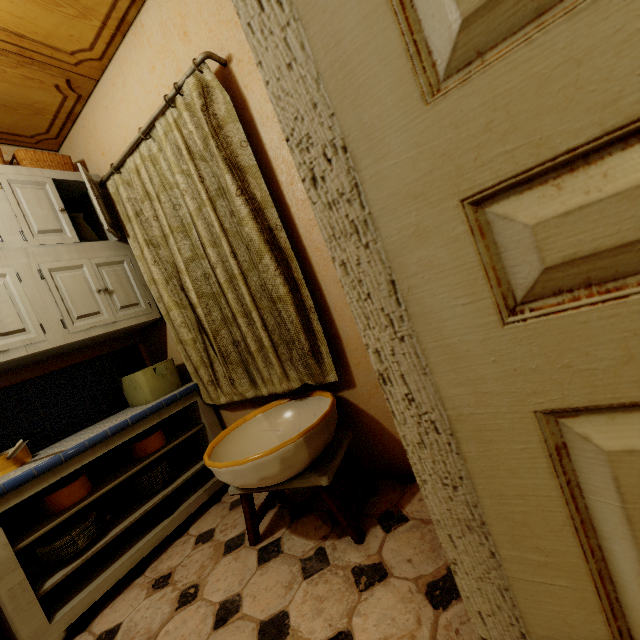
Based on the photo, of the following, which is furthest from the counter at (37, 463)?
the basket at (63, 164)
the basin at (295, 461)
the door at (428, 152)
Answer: the door at (428, 152)

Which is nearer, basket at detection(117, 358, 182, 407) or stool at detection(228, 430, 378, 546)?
stool at detection(228, 430, 378, 546)

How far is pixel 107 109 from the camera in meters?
2.2 m

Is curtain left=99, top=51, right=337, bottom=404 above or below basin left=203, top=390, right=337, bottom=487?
above

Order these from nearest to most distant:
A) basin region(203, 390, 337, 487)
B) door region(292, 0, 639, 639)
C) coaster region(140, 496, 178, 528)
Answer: door region(292, 0, 639, 639)
basin region(203, 390, 337, 487)
coaster region(140, 496, 178, 528)

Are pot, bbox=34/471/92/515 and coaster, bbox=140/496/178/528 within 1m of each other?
yes

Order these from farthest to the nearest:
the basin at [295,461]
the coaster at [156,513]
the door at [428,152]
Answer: the coaster at [156,513] < the basin at [295,461] < the door at [428,152]

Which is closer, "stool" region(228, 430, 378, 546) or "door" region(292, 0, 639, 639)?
"door" region(292, 0, 639, 639)
